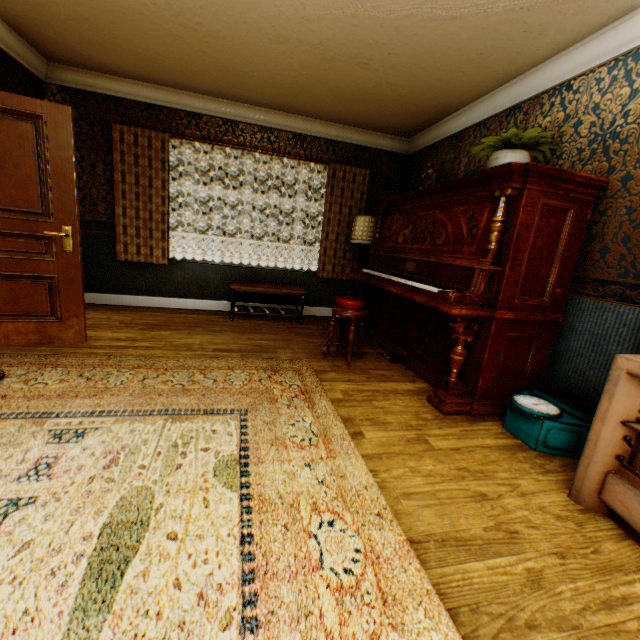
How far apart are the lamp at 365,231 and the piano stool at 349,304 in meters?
1.6

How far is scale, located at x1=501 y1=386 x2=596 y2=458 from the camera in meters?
2.3

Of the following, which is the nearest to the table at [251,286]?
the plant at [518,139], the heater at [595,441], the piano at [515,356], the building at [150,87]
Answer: the building at [150,87]

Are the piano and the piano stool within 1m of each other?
yes

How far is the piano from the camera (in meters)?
2.50

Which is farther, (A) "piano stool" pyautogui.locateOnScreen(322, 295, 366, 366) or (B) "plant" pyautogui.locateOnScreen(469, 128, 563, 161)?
(A) "piano stool" pyautogui.locateOnScreen(322, 295, 366, 366)

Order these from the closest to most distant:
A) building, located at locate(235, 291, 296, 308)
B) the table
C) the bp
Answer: the bp < the table < building, located at locate(235, 291, 296, 308)

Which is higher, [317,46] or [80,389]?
[317,46]
